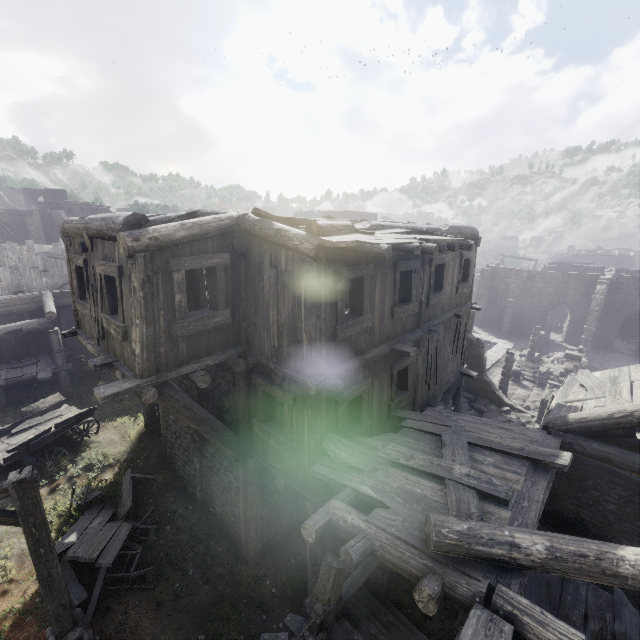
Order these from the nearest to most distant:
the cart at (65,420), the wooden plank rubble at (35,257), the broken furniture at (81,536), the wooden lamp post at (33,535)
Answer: the wooden lamp post at (33,535)
the broken furniture at (81,536)
the cart at (65,420)
the wooden plank rubble at (35,257)

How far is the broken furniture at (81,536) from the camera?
7.68m

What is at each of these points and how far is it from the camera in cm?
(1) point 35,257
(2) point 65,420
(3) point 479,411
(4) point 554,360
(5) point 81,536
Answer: (1) wooden plank rubble, 1784
(2) cart, 1176
(3) rubble, 1792
(4) rubble, 2589
(5) broken furniture, 843

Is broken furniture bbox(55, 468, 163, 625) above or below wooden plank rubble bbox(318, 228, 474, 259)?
below

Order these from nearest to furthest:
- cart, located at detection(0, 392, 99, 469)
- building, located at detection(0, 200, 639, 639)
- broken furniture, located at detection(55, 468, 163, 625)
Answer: building, located at detection(0, 200, 639, 639) < broken furniture, located at detection(55, 468, 163, 625) < cart, located at detection(0, 392, 99, 469)

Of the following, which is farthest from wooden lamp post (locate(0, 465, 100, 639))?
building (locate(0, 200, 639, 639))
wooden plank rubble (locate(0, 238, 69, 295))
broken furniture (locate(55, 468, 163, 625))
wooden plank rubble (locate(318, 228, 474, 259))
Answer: wooden plank rubble (locate(0, 238, 69, 295))

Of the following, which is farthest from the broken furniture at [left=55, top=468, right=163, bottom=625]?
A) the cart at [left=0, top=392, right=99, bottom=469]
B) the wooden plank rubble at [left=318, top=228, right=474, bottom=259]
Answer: the wooden plank rubble at [left=318, top=228, right=474, bottom=259]

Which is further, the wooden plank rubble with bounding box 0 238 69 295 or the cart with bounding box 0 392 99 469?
the wooden plank rubble with bounding box 0 238 69 295
